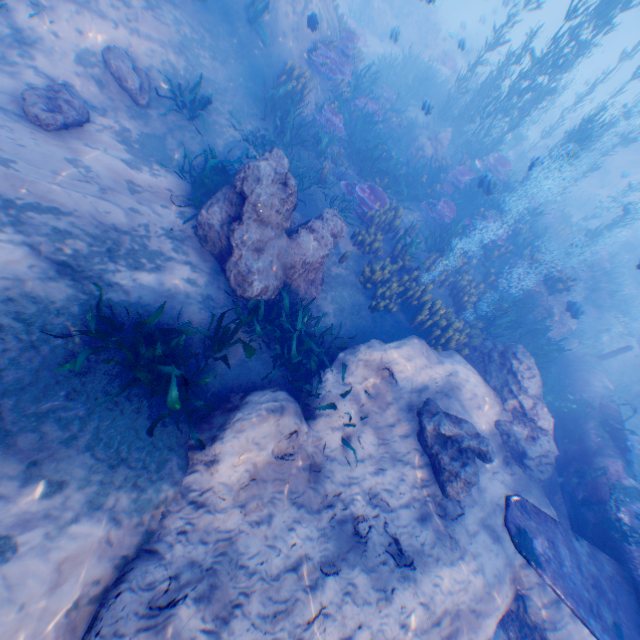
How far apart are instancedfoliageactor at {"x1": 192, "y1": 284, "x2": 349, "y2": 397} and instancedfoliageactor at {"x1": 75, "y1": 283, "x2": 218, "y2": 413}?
1.1 meters

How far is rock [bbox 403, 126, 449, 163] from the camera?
13.9 meters

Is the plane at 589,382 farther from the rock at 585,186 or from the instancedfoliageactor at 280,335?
the instancedfoliageactor at 280,335

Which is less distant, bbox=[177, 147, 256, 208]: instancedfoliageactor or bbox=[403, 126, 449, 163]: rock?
bbox=[177, 147, 256, 208]: instancedfoliageactor

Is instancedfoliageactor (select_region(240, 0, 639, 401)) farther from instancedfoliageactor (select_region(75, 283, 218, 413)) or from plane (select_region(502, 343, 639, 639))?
instancedfoliageactor (select_region(75, 283, 218, 413))

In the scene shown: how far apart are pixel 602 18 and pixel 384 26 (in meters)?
15.87

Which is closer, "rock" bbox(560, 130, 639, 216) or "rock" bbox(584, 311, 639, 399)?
"rock" bbox(584, 311, 639, 399)

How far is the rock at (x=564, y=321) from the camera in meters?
11.2 m
